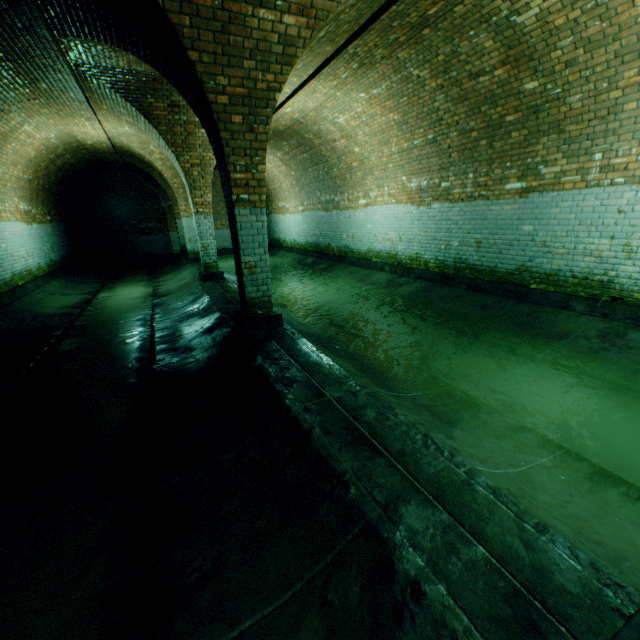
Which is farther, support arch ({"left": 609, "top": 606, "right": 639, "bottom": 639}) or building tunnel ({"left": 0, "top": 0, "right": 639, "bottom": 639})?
building tunnel ({"left": 0, "top": 0, "right": 639, "bottom": 639})

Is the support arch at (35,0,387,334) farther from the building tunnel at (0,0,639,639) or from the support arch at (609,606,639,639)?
the support arch at (609,606,639,639)

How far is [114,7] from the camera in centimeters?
363cm

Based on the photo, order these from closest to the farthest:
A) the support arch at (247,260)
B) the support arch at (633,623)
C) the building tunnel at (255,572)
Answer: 1. the support arch at (633,623)
2. the building tunnel at (255,572)
3. the support arch at (247,260)

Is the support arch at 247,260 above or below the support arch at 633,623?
above

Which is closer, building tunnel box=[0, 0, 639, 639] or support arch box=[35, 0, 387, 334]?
building tunnel box=[0, 0, 639, 639]

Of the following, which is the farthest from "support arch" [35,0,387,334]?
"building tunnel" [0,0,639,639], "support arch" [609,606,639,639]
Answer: "support arch" [609,606,639,639]
